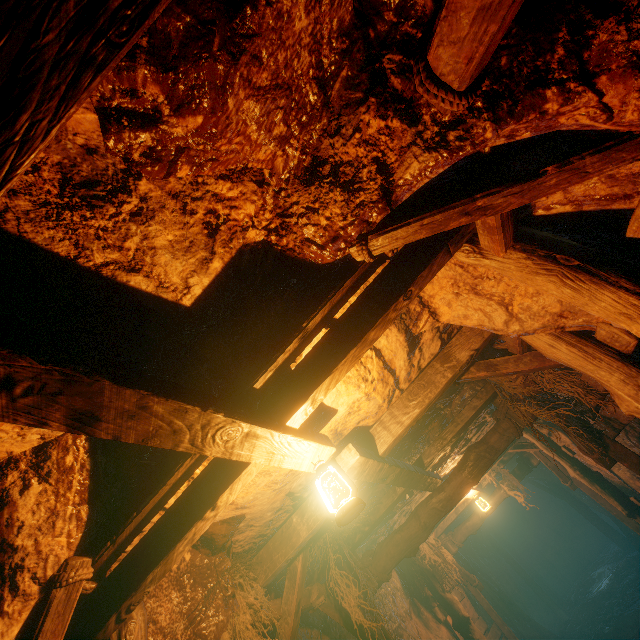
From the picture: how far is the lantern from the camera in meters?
2.1

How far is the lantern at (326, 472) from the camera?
2.1m

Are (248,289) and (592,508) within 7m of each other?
no

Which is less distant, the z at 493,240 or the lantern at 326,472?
the z at 493,240

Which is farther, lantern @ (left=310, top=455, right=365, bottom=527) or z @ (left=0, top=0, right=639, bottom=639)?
lantern @ (left=310, top=455, right=365, bottom=527)
